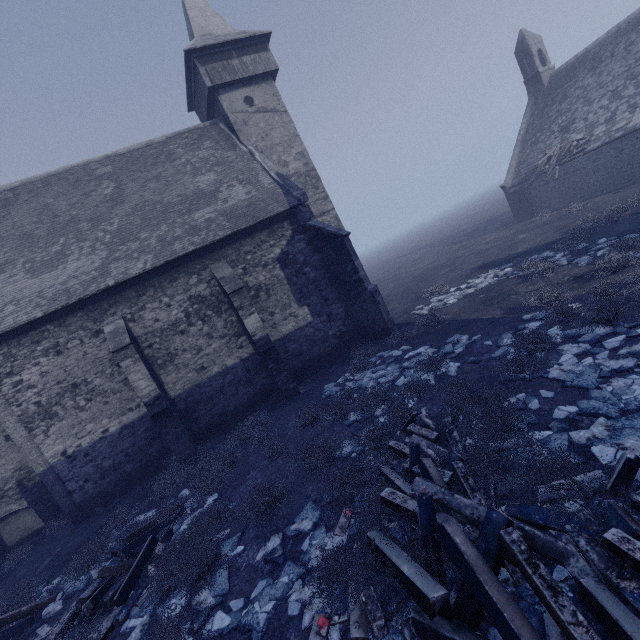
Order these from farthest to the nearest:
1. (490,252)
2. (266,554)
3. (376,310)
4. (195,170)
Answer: (490,252)
(195,170)
(376,310)
(266,554)

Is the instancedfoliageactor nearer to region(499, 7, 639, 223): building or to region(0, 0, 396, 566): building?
region(0, 0, 396, 566): building

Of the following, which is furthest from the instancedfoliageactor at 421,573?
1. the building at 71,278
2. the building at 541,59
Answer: the building at 541,59

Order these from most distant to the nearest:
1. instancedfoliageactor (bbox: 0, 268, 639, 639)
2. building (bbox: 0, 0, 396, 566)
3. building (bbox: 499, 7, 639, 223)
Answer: Result: building (bbox: 499, 7, 639, 223) < building (bbox: 0, 0, 396, 566) < instancedfoliageactor (bbox: 0, 268, 639, 639)

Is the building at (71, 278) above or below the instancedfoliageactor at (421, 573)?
above

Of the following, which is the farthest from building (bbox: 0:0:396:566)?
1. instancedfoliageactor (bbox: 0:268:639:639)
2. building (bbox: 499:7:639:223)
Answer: building (bbox: 499:7:639:223)

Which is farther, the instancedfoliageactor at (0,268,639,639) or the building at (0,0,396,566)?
the building at (0,0,396,566)
